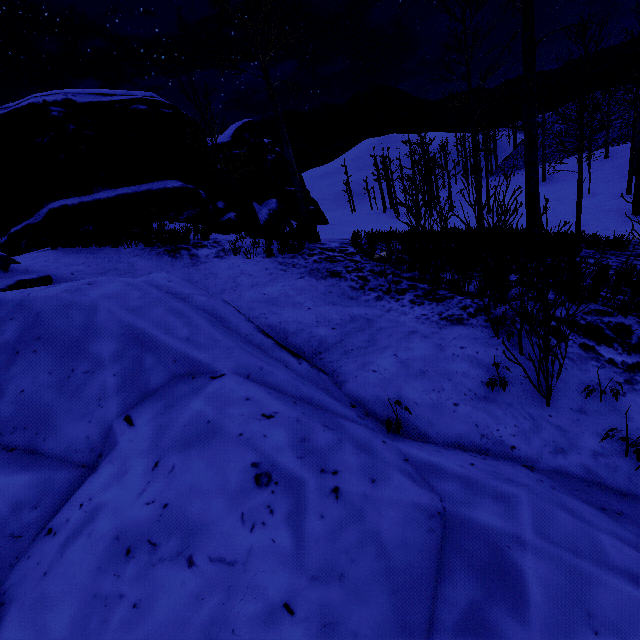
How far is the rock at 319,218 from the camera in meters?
31.3 m

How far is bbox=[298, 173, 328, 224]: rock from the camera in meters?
31.3 m

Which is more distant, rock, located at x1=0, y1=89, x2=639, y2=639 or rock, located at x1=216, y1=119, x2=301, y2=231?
rock, located at x1=216, y1=119, x2=301, y2=231

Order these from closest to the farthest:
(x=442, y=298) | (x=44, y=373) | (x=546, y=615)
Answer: (x=546, y=615) → (x=44, y=373) → (x=442, y=298)
